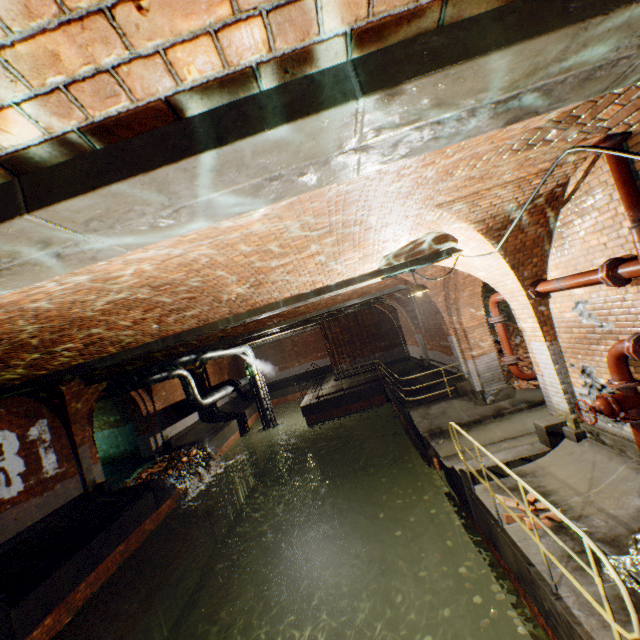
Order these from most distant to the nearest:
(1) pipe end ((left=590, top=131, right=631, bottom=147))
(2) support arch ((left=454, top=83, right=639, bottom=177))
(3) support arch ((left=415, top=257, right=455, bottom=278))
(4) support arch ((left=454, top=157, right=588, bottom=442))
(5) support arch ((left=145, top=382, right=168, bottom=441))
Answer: (5) support arch ((left=145, top=382, right=168, bottom=441)), (3) support arch ((left=415, top=257, right=455, bottom=278)), (4) support arch ((left=454, top=157, right=588, bottom=442)), (1) pipe end ((left=590, top=131, right=631, bottom=147)), (2) support arch ((left=454, top=83, right=639, bottom=177))

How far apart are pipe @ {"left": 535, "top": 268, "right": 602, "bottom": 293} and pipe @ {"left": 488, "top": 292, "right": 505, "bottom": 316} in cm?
91

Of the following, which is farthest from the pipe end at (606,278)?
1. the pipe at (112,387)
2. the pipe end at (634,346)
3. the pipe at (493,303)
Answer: the pipe at (112,387)

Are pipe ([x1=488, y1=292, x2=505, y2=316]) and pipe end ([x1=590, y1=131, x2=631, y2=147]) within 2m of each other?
no

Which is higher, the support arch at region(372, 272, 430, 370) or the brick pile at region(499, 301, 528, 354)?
the support arch at region(372, 272, 430, 370)

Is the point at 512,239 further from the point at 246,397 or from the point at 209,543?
the point at 246,397

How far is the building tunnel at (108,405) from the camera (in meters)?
15.48

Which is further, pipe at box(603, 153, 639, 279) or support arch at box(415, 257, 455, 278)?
support arch at box(415, 257, 455, 278)
